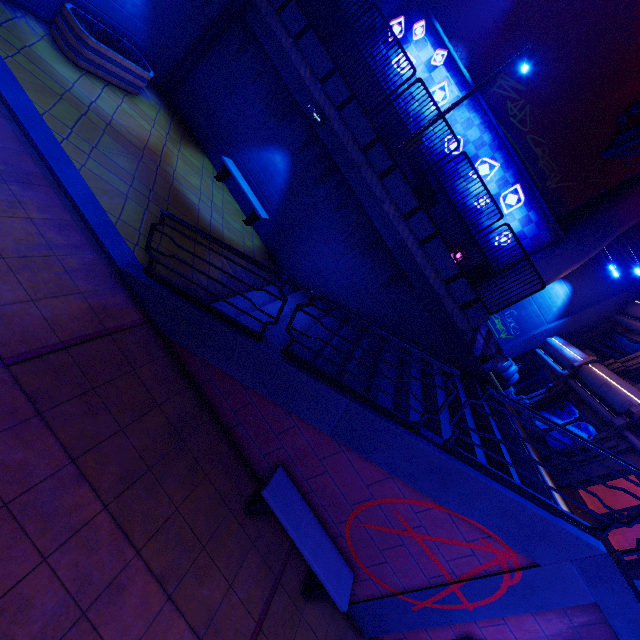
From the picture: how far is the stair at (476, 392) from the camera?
6.7m

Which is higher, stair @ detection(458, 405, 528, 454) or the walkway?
the walkway

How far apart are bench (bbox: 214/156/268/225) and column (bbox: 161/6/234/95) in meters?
3.2 m

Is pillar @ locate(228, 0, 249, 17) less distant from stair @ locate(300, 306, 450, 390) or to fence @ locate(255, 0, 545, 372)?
fence @ locate(255, 0, 545, 372)

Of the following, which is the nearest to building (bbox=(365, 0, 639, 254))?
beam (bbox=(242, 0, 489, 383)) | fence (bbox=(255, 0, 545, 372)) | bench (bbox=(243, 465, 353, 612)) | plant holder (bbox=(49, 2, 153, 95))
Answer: beam (bbox=(242, 0, 489, 383))

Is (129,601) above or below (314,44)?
below

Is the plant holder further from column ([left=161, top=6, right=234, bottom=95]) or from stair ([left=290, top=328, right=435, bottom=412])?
stair ([left=290, top=328, right=435, bottom=412])
